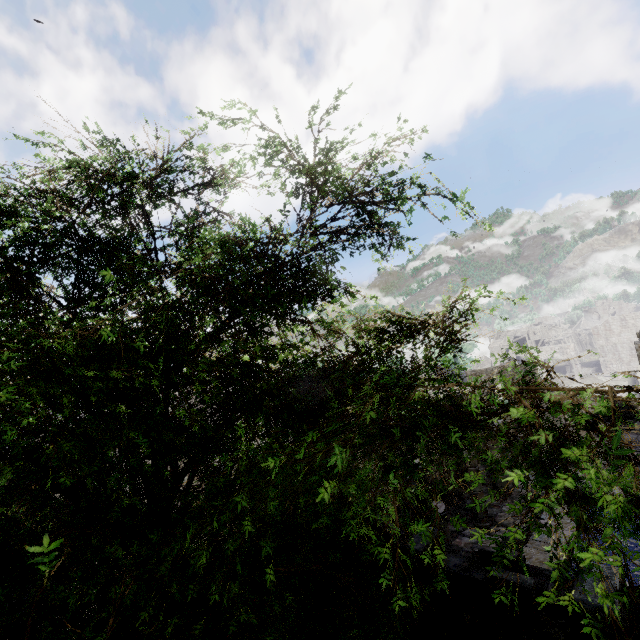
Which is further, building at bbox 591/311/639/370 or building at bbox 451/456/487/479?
building at bbox 591/311/639/370

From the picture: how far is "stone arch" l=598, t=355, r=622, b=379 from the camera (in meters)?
53.28

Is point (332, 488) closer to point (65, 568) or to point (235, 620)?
point (235, 620)

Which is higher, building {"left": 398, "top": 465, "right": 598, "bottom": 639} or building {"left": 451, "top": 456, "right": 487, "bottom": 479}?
building {"left": 451, "top": 456, "right": 487, "bottom": 479}

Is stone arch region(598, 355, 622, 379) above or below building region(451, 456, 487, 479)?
below

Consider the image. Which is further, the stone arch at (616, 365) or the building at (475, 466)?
the stone arch at (616, 365)

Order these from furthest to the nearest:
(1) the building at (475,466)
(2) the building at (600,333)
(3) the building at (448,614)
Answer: (2) the building at (600,333)
(1) the building at (475,466)
(3) the building at (448,614)

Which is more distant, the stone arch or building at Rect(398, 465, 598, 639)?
the stone arch
